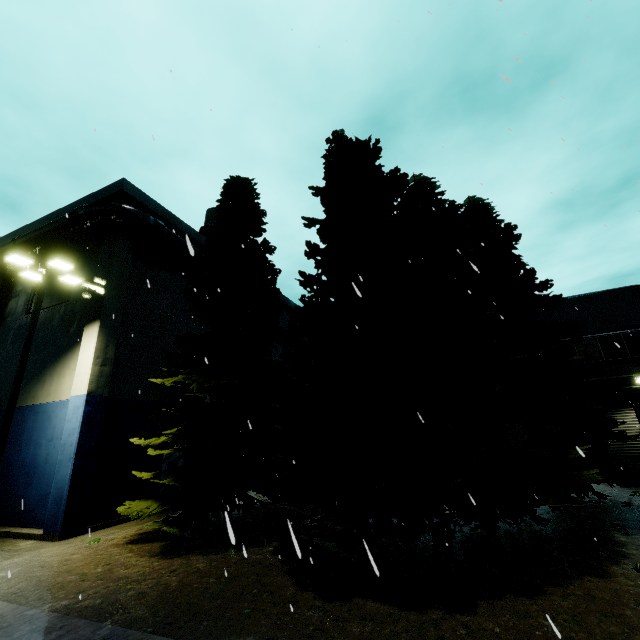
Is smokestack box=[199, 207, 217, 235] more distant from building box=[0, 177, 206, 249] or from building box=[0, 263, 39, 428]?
building box=[0, 263, 39, 428]

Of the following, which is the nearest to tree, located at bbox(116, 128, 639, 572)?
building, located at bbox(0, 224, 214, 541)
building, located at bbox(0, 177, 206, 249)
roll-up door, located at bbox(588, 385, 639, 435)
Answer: building, located at bbox(0, 177, 206, 249)

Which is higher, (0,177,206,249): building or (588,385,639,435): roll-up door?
(0,177,206,249): building

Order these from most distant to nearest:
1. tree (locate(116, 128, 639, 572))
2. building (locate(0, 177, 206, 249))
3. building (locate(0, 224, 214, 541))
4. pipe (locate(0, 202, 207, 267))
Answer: building (locate(0, 177, 206, 249)), pipe (locate(0, 202, 207, 267)), building (locate(0, 224, 214, 541)), tree (locate(116, 128, 639, 572))

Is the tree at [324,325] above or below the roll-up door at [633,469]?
above

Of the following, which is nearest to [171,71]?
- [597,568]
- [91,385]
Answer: [597,568]

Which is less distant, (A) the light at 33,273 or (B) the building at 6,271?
(A) the light at 33,273

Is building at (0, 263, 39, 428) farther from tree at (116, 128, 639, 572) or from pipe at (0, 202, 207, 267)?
tree at (116, 128, 639, 572)
